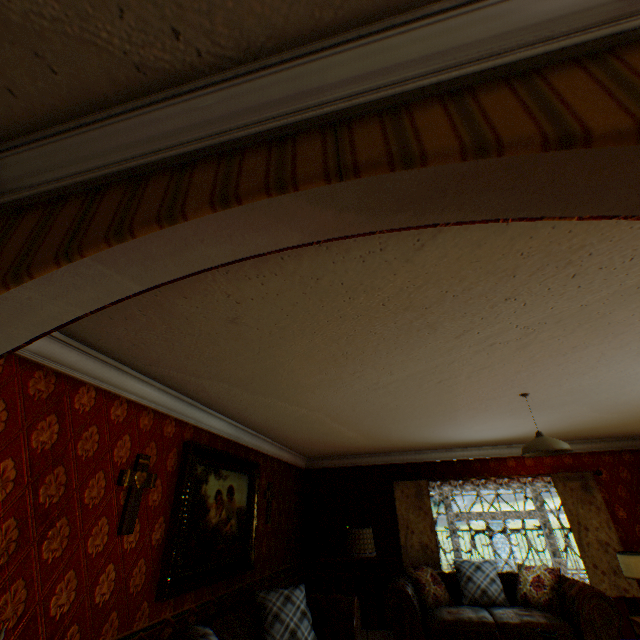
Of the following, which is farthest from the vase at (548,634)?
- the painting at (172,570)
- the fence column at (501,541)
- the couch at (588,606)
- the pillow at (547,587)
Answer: the fence column at (501,541)

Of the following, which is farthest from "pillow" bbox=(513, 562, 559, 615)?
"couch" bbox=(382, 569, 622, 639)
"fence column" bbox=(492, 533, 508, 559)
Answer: "fence column" bbox=(492, 533, 508, 559)

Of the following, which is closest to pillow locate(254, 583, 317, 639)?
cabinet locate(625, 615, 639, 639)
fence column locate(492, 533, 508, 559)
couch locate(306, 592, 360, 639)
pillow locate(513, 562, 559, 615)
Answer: couch locate(306, 592, 360, 639)

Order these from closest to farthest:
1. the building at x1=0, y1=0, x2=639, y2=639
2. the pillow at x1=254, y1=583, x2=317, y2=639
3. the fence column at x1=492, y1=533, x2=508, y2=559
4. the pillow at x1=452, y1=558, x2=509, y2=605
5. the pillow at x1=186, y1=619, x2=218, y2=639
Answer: the building at x1=0, y1=0, x2=639, y2=639 < the pillow at x1=186, y1=619, x2=218, y2=639 < the pillow at x1=254, y1=583, x2=317, y2=639 < the pillow at x1=452, y1=558, x2=509, y2=605 < the fence column at x1=492, y1=533, x2=508, y2=559

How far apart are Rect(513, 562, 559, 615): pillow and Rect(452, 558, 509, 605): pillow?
0.16m

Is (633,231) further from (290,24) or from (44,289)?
(44,289)

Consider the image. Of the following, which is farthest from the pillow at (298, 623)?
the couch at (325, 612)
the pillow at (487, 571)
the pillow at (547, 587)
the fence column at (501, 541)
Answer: the fence column at (501, 541)

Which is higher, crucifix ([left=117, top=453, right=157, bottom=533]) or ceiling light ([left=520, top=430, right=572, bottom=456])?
ceiling light ([left=520, top=430, right=572, bottom=456])
